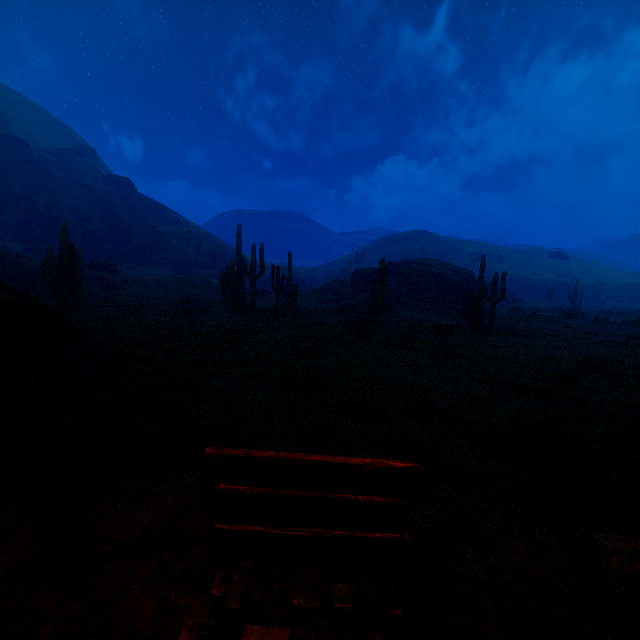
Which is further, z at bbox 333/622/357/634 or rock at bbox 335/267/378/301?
rock at bbox 335/267/378/301

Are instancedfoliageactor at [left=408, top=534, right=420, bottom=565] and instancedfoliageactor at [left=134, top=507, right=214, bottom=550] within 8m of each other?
yes

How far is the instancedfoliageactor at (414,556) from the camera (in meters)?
2.17

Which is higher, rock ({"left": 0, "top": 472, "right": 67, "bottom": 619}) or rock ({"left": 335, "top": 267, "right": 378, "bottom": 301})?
rock ({"left": 335, "top": 267, "right": 378, "bottom": 301})

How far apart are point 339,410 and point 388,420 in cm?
88

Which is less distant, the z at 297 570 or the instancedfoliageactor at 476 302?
the z at 297 570

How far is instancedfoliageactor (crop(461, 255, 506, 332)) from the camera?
15.84m

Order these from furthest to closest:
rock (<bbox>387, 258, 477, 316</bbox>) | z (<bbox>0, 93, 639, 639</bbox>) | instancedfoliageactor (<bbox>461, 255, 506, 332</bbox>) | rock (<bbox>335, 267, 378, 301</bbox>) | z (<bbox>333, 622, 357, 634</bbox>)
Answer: rock (<bbox>335, 267, 378, 301</bbox>) < rock (<bbox>387, 258, 477, 316</bbox>) < instancedfoliageactor (<bbox>461, 255, 506, 332</bbox>) < z (<bbox>0, 93, 639, 639</bbox>) < z (<bbox>333, 622, 357, 634</bbox>)
